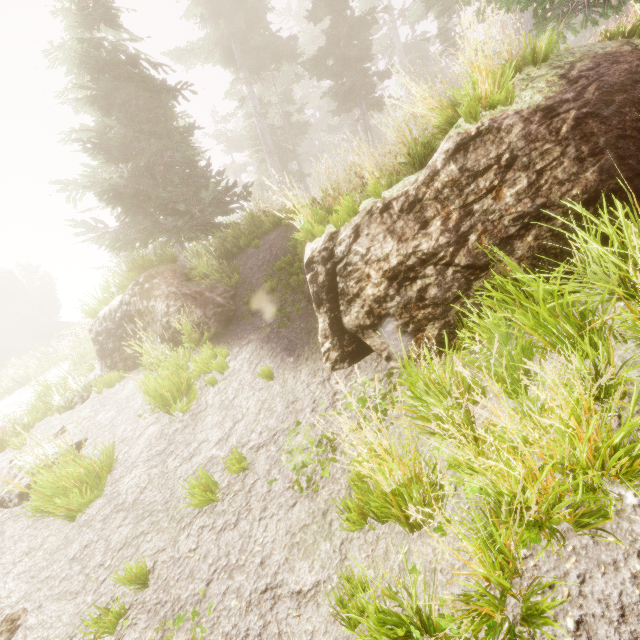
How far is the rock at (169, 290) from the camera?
7.57m

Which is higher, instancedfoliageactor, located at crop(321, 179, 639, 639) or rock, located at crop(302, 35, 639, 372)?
rock, located at crop(302, 35, 639, 372)

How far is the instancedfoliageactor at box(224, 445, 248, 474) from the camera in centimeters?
406cm

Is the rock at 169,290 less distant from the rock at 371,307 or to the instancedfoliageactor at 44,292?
the instancedfoliageactor at 44,292

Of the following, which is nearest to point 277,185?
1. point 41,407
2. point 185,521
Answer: point 41,407

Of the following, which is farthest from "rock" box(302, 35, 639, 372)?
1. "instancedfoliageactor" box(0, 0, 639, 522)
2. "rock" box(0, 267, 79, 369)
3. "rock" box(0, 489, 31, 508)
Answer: "rock" box(0, 267, 79, 369)

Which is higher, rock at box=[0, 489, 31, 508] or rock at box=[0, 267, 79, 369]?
rock at box=[0, 267, 79, 369]

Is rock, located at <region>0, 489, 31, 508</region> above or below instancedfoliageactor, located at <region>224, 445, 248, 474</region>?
below
